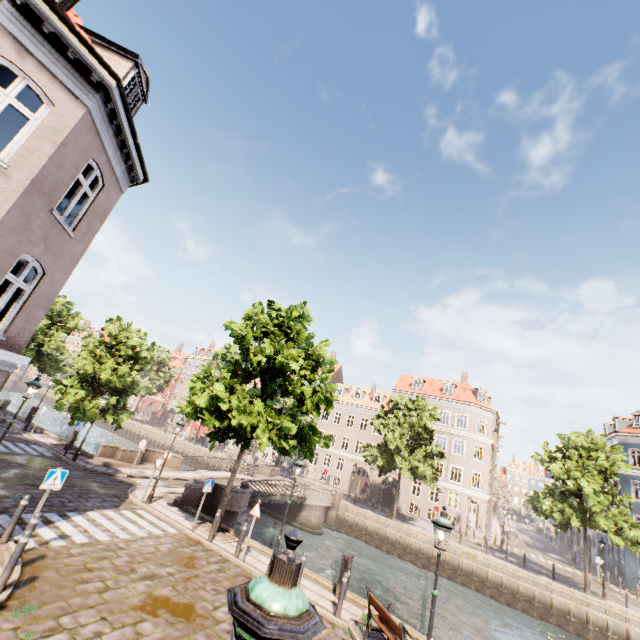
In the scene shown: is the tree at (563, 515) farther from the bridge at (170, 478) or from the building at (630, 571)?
the building at (630, 571)

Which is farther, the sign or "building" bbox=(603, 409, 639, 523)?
"building" bbox=(603, 409, 639, 523)

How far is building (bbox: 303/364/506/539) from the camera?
36.03m

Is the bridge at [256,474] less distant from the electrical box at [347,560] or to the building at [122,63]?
the electrical box at [347,560]

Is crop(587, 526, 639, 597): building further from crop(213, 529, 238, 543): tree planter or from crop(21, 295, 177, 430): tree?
crop(213, 529, 238, 543): tree planter

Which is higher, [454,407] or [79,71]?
[454,407]

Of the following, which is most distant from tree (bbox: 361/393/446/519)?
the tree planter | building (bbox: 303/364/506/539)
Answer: building (bbox: 303/364/506/539)

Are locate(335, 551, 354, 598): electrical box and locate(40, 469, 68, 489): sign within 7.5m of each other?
no
